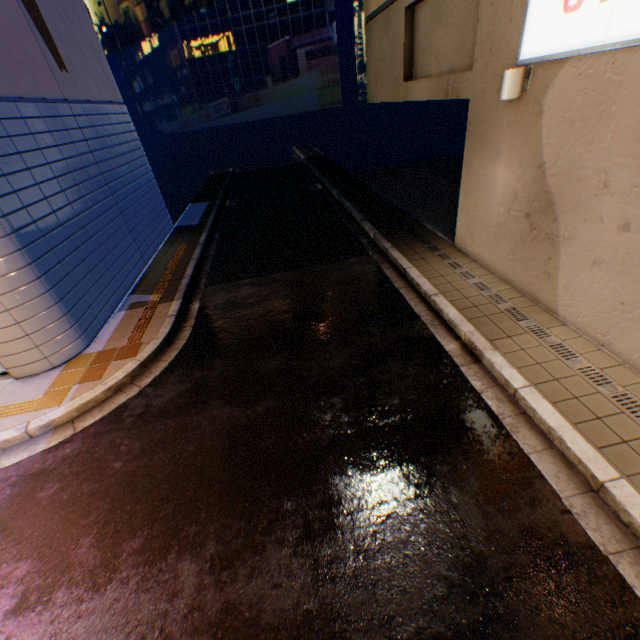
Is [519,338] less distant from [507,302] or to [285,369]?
[507,302]

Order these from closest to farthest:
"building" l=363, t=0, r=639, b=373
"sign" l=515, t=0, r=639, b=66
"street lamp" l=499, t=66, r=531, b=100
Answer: "sign" l=515, t=0, r=639, b=66
"building" l=363, t=0, r=639, b=373
"street lamp" l=499, t=66, r=531, b=100

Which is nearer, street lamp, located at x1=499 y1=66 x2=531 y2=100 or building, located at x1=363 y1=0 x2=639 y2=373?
building, located at x1=363 y1=0 x2=639 y2=373

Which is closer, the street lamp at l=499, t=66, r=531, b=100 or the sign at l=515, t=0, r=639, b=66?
the sign at l=515, t=0, r=639, b=66

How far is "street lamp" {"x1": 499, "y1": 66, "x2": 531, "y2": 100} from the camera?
5.1 meters

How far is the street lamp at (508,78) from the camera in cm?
508

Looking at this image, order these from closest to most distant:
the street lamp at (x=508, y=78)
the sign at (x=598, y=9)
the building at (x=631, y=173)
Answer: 1. the sign at (x=598, y=9)
2. the building at (x=631, y=173)
3. the street lamp at (x=508, y=78)

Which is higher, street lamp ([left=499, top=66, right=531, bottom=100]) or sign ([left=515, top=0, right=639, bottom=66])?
sign ([left=515, top=0, right=639, bottom=66])
